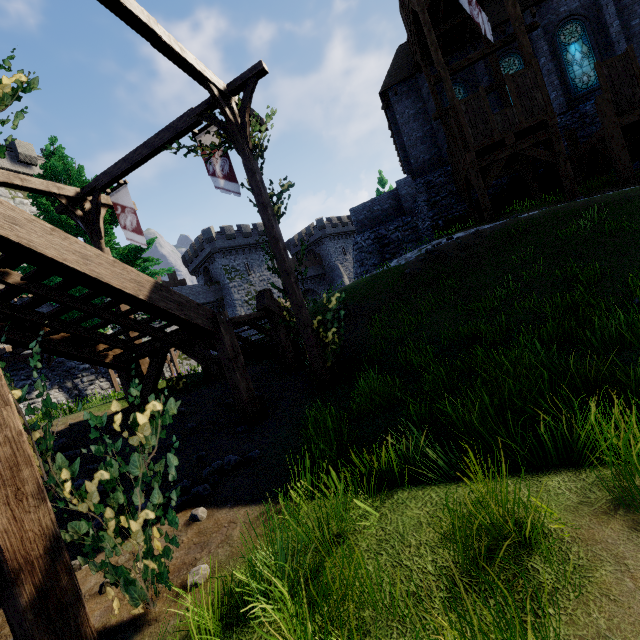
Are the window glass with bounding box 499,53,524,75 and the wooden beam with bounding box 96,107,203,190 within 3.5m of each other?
no

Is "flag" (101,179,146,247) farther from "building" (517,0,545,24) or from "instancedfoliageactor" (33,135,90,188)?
"building" (517,0,545,24)

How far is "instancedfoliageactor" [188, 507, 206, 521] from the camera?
3.78m

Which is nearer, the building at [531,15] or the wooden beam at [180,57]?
the wooden beam at [180,57]

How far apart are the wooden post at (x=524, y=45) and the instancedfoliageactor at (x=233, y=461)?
15.71m

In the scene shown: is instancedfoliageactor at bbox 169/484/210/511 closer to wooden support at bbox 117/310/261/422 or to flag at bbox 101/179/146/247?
wooden support at bbox 117/310/261/422

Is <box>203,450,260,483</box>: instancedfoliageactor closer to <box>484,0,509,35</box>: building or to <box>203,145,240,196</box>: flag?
<box>203,145,240,196</box>: flag

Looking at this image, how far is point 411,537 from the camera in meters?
2.5 m
